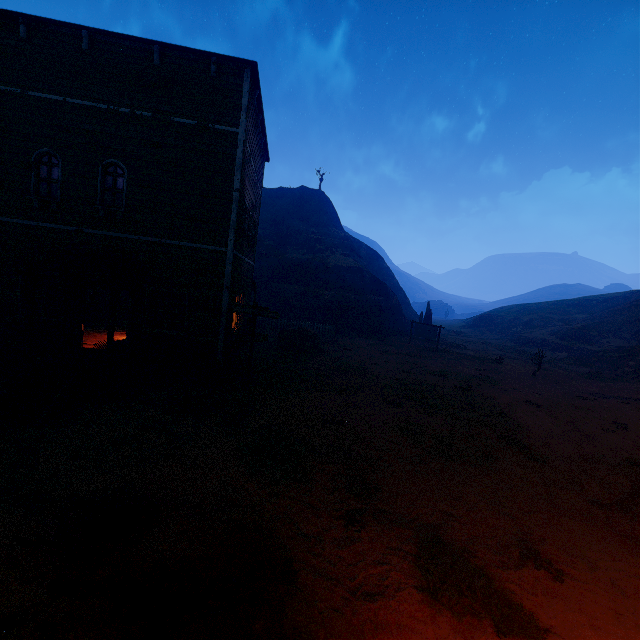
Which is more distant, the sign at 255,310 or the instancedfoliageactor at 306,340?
the instancedfoliageactor at 306,340

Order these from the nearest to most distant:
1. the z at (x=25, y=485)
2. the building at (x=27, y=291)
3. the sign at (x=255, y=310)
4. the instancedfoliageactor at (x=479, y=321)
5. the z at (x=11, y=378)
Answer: the z at (x=25, y=485)
the z at (x=11, y=378)
the building at (x=27, y=291)
the sign at (x=255, y=310)
the instancedfoliageactor at (x=479, y=321)

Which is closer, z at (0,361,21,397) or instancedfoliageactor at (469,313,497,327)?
z at (0,361,21,397)

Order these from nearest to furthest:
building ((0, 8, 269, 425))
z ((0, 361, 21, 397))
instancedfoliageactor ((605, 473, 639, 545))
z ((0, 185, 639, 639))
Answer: z ((0, 185, 639, 639))
instancedfoliageactor ((605, 473, 639, 545))
z ((0, 361, 21, 397))
building ((0, 8, 269, 425))

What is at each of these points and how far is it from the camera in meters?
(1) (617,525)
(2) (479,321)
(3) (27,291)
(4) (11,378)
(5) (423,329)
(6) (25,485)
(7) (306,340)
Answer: (1) instancedfoliageactor, 6.7 m
(2) instancedfoliageactor, 55.2 m
(3) building, 9.0 m
(4) z, 9.6 m
(5) sign, 28.6 m
(6) z, 5.7 m
(7) instancedfoliageactor, 19.9 m

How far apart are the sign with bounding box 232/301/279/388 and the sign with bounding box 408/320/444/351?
19.2m

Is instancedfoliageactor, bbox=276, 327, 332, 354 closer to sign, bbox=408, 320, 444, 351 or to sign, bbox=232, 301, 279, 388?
sign, bbox=232, 301, 279, 388

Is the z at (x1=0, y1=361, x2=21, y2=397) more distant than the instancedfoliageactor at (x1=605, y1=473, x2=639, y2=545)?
Yes
